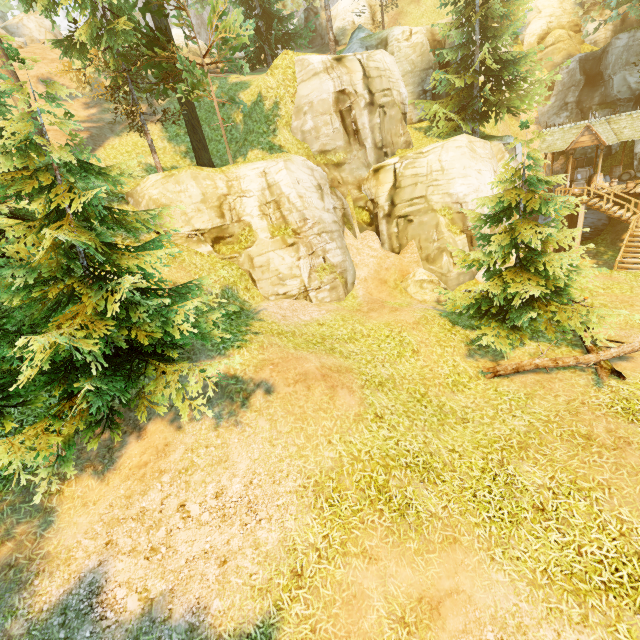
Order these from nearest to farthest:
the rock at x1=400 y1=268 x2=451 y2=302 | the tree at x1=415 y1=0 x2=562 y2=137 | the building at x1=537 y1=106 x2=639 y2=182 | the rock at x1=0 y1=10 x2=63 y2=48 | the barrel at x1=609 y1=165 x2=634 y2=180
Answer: the rock at x1=400 y1=268 x2=451 y2=302
the tree at x1=415 y1=0 x2=562 y2=137
the building at x1=537 y1=106 x2=639 y2=182
the barrel at x1=609 y1=165 x2=634 y2=180
the rock at x1=0 y1=10 x2=63 y2=48

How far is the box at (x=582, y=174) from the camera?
22.5 meters

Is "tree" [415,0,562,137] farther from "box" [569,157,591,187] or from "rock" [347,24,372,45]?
"box" [569,157,591,187]

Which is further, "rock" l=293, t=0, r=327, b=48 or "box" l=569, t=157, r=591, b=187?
"rock" l=293, t=0, r=327, b=48

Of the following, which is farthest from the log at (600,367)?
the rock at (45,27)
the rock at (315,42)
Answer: the rock at (45,27)

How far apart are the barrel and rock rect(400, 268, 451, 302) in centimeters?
1938cm

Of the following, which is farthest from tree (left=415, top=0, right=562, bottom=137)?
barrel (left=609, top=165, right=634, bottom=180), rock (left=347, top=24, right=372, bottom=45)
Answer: barrel (left=609, top=165, right=634, bottom=180)

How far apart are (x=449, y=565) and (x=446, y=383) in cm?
523
